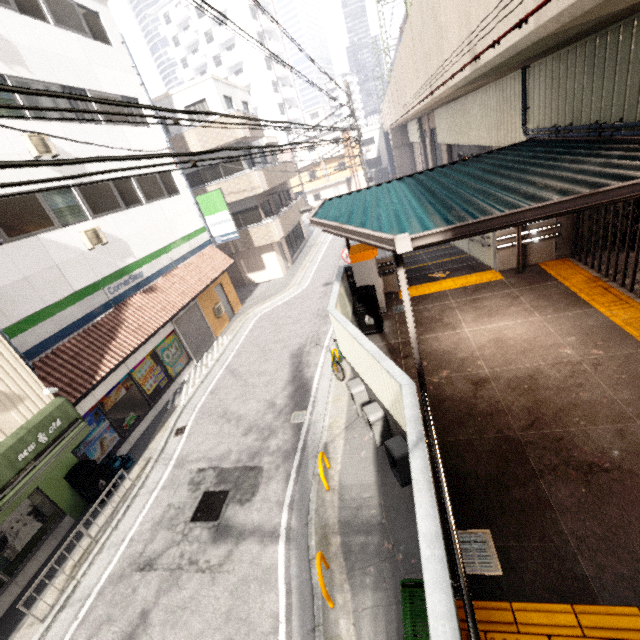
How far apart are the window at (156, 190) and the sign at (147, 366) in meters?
6.1 m

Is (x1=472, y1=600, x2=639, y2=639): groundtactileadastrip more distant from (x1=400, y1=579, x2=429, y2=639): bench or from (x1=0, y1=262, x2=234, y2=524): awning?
(x1=0, y1=262, x2=234, y2=524): awning

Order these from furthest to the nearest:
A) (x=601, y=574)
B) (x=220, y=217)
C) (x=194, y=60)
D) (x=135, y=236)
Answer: (x=194, y=60), (x=220, y=217), (x=135, y=236), (x=601, y=574)

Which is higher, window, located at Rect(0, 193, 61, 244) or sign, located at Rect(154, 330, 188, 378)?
window, located at Rect(0, 193, 61, 244)

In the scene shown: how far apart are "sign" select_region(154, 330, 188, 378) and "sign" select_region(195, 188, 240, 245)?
6.1 meters

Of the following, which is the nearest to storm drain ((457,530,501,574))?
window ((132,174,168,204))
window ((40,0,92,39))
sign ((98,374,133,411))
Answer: sign ((98,374,133,411))

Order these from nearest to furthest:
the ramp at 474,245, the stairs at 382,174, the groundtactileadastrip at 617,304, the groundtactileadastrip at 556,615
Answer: the groundtactileadastrip at 556,615, the groundtactileadastrip at 617,304, the ramp at 474,245, the stairs at 382,174

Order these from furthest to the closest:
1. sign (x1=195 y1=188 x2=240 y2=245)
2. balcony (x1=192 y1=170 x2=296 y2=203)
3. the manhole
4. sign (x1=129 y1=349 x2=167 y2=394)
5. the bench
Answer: balcony (x1=192 y1=170 x2=296 y2=203)
sign (x1=195 y1=188 x2=240 y2=245)
sign (x1=129 y1=349 x2=167 y2=394)
the manhole
the bench
